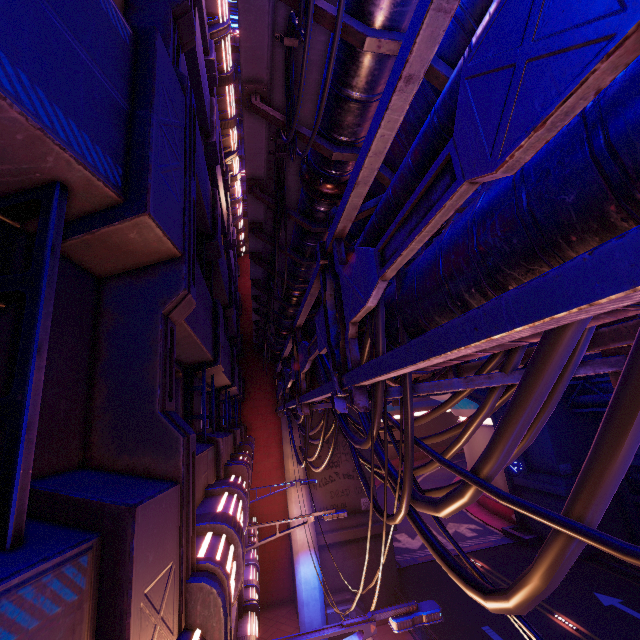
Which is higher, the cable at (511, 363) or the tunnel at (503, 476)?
the cable at (511, 363)

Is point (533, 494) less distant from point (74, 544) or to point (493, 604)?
point (493, 604)

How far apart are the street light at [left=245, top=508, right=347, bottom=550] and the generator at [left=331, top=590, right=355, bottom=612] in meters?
10.3

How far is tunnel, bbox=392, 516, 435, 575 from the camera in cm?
2191

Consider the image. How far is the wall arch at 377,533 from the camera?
17.62m

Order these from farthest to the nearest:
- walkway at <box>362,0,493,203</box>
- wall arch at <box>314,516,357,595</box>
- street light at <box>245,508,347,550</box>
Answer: wall arch at <box>314,516,357,595</box>
street light at <box>245,508,347,550</box>
walkway at <box>362,0,493,203</box>

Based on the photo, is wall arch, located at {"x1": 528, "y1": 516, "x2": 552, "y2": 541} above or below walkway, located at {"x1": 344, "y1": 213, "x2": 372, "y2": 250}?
below
